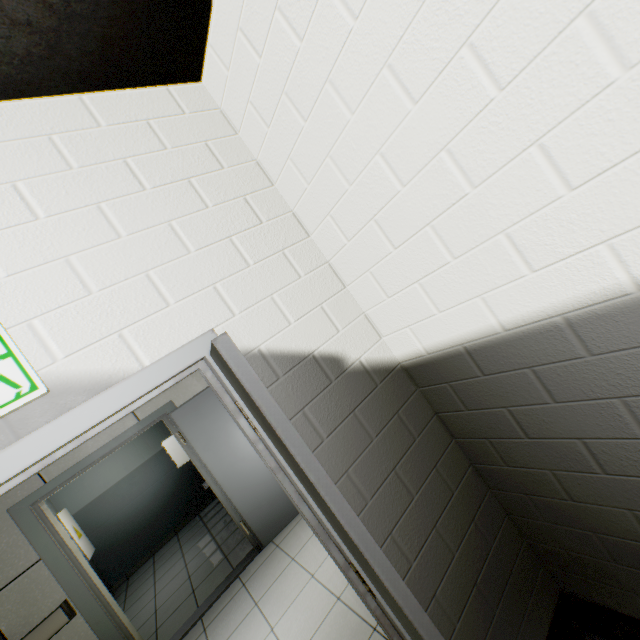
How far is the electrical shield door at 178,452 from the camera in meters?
5.3 m

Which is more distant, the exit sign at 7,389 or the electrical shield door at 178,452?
the electrical shield door at 178,452

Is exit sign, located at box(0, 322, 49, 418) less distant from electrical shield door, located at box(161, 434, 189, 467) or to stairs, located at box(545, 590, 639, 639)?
stairs, located at box(545, 590, 639, 639)

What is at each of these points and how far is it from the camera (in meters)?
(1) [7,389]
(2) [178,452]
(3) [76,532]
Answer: (1) exit sign, 0.97
(2) electrical shield door, 5.32
(3) electrical shield door, 5.35

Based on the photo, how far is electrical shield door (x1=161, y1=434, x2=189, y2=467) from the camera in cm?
530

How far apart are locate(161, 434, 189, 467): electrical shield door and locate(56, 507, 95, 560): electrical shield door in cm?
190

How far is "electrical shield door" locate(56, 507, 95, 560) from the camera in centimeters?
511cm

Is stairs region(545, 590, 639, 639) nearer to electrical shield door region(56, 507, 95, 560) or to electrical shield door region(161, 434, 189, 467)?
electrical shield door region(161, 434, 189, 467)
